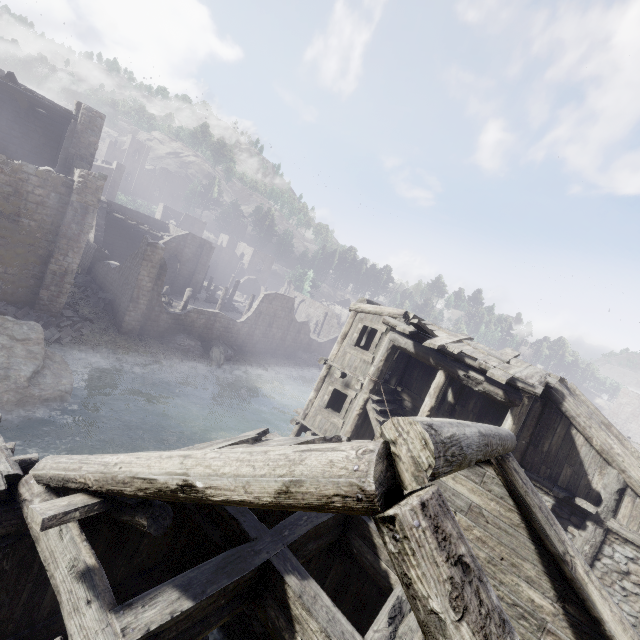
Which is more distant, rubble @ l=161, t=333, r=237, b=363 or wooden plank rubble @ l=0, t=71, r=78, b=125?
rubble @ l=161, t=333, r=237, b=363

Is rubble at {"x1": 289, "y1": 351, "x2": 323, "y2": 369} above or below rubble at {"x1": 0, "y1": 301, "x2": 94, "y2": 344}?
below

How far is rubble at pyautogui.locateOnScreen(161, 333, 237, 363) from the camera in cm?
2627

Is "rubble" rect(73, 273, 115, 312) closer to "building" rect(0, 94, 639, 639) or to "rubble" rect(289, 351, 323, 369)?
"building" rect(0, 94, 639, 639)

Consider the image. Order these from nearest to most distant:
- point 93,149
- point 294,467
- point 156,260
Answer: point 294,467
point 93,149
point 156,260

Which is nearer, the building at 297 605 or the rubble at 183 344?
the building at 297 605

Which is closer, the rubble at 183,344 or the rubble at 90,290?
the rubble at 90,290

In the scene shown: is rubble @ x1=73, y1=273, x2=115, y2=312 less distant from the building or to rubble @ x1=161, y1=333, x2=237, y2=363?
the building
